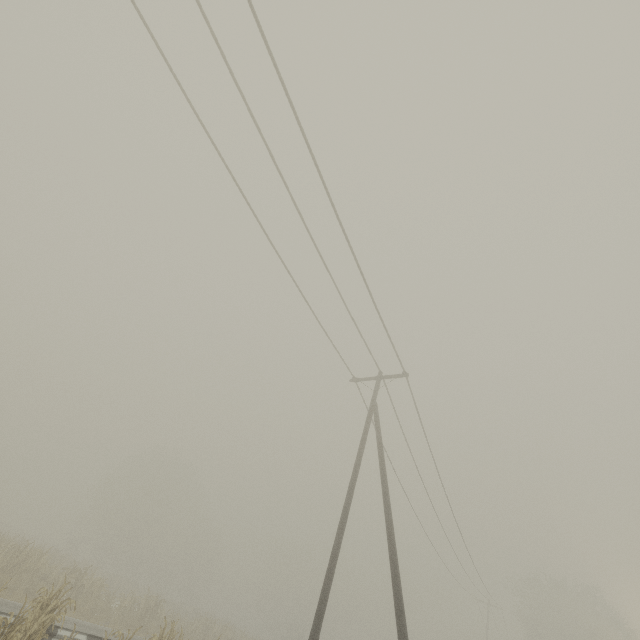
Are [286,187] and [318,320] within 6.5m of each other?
yes
